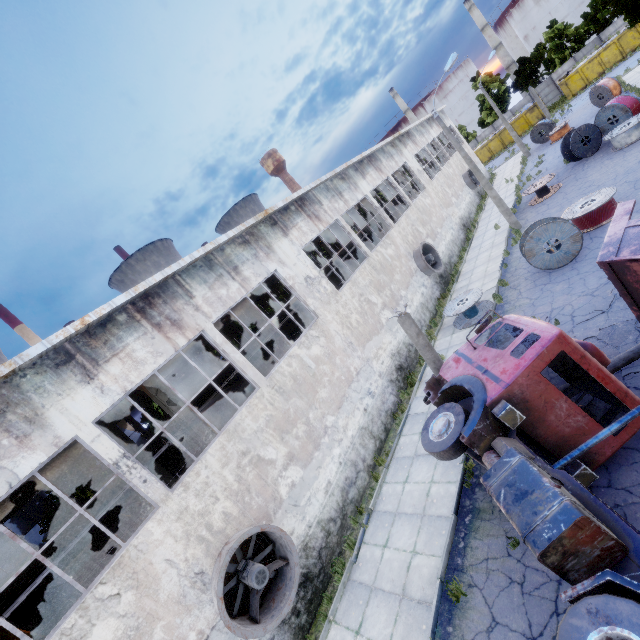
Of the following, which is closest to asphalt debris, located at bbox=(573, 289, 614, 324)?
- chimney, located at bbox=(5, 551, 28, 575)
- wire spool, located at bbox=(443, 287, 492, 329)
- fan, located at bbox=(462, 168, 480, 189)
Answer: wire spool, located at bbox=(443, 287, 492, 329)

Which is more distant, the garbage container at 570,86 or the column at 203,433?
the garbage container at 570,86

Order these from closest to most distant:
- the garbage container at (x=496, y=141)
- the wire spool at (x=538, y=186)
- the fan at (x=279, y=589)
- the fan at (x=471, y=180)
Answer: the fan at (x=279, y=589), the wire spool at (x=538, y=186), the fan at (x=471, y=180), the garbage container at (x=496, y=141)

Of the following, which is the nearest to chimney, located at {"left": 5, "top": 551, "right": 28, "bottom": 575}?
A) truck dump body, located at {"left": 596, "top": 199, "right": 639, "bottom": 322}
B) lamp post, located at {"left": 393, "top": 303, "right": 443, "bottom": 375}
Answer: lamp post, located at {"left": 393, "top": 303, "right": 443, "bottom": 375}

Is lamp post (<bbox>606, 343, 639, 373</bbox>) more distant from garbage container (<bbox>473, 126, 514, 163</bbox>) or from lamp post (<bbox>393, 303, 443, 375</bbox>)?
garbage container (<bbox>473, 126, 514, 163</bbox>)

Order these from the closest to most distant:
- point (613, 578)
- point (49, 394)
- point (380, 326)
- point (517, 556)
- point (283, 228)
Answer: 1. point (613, 578)
2. point (517, 556)
3. point (49, 394)
4. point (283, 228)
5. point (380, 326)

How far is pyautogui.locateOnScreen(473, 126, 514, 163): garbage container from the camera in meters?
47.0 m

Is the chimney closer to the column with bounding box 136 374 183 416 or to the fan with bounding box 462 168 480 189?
the column with bounding box 136 374 183 416
